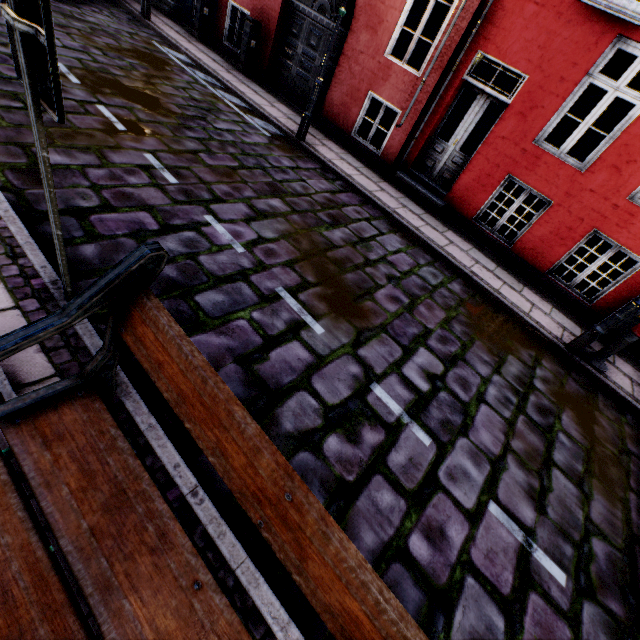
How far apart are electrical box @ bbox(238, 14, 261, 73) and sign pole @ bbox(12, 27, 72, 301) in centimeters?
1037cm

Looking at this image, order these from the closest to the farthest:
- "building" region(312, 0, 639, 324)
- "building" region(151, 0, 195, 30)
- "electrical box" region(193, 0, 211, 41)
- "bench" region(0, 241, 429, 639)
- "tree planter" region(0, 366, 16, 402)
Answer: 1. "bench" region(0, 241, 429, 639)
2. "tree planter" region(0, 366, 16, 402)
3. "building" region(312, 0, 639, 324)
4. "electrical box" region(193, 0, 211, 41)
5. "building" region(151, 0, 195, 30)

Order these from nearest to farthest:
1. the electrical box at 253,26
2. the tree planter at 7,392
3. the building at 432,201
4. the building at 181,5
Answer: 1. the tree planter at 7,392
2. the building at 432,201
3. the electrical box at 253,26
4. the building at 181,5

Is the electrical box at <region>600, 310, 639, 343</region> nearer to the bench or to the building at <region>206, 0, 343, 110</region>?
the building at <region>206, 0, 343, 110</region>

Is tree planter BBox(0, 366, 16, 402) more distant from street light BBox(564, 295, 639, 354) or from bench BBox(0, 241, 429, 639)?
street light BBox(564, 295, 639, 354)

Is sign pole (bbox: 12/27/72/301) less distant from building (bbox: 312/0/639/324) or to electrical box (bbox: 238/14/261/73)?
building (bbox: 312/0/639/324)

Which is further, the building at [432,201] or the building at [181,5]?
the building at [181,5]

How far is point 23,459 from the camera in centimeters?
125cm
